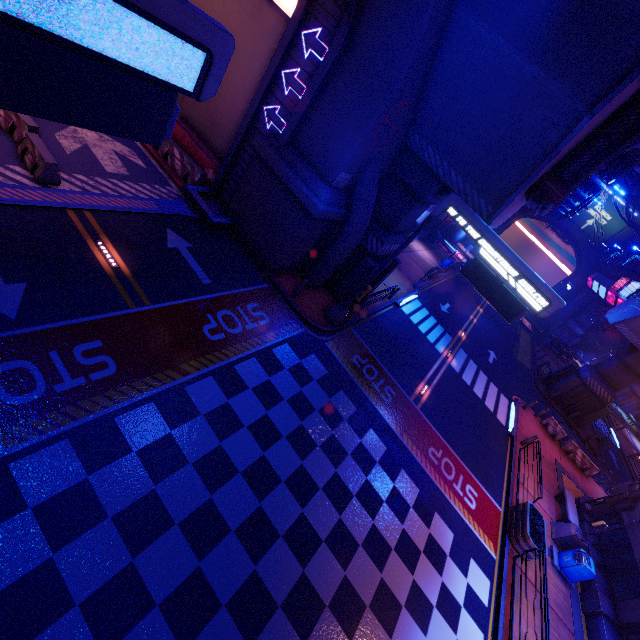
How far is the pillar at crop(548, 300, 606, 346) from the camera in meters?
48.2

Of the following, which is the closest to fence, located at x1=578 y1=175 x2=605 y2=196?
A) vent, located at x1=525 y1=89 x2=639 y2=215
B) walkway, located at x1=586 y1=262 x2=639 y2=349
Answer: vent, located at x1=525 y1=89 x2=639 y2=215

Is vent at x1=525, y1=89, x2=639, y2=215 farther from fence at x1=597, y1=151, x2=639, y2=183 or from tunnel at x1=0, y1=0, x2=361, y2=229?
tunnel at x1=0, y1=0, x2=361, y2=229

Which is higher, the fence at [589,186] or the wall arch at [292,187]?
the fence at [589,186]

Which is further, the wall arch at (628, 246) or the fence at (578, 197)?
the wall arch at (628, 246)

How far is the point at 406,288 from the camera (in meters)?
24.38

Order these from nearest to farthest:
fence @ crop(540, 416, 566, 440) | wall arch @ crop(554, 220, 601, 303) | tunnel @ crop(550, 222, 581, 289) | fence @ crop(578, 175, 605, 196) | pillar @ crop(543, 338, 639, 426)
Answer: fence @ crop(578, 175, 605, 196) < fence @ crop(540, 416, 566, 440) < pillar @ crop(543, 338, 639, 426) < wall arch @ crop(554, 220, 601, 303) < tunnel @ crop(550, 222, 581, 289)

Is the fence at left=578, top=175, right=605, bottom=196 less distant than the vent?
No
